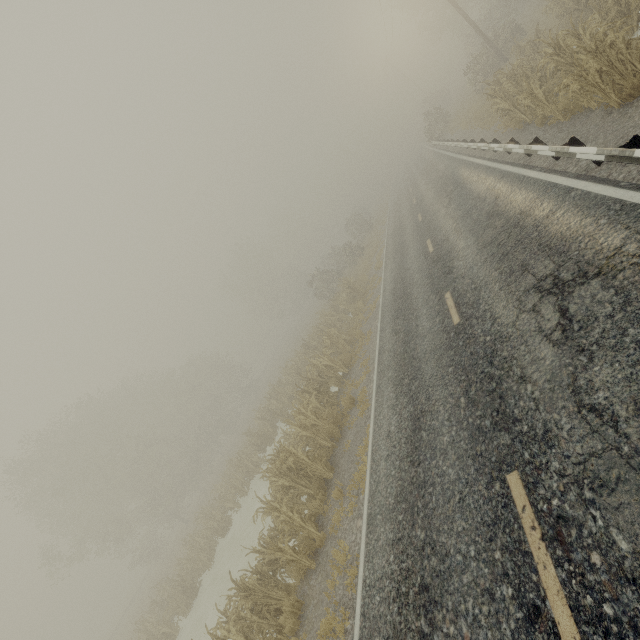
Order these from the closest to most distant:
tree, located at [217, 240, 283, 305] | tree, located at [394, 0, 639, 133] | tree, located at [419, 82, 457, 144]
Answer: tree, located at [394, 0, 639, 133] → tree, located at [419, 82, 457, 144] → tree, located at [217, 240, 283, 305]

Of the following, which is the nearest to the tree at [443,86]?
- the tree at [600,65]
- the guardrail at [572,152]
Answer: the guardrail at [572,152]

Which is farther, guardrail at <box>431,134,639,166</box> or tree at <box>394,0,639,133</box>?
tree at <box>394,0,639,133</box>

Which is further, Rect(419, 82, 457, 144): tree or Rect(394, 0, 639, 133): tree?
Rect(419, 82, 457, 144): tree

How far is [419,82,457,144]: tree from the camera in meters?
30.5

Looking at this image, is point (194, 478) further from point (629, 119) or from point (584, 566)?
point (629, 119)

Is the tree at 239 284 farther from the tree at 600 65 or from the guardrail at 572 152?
the tree at 600 65
